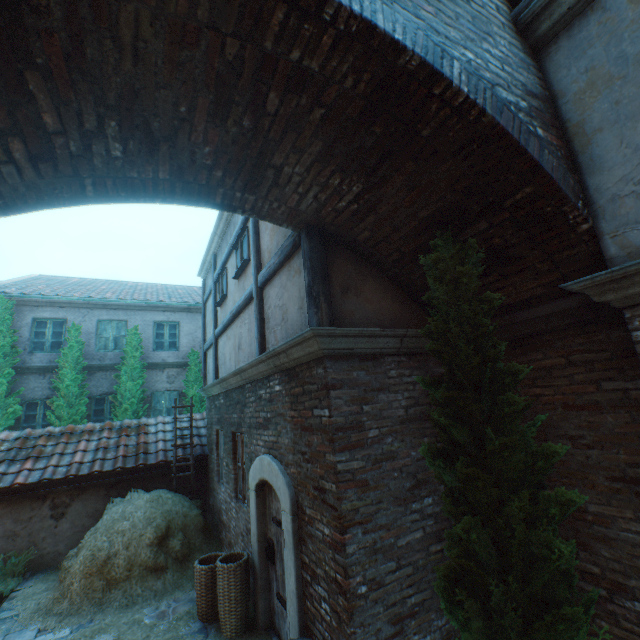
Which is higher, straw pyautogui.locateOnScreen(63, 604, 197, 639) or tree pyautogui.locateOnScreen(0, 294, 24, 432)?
tree pyautogui.locateOnScreen(0, 294, 24, 432)

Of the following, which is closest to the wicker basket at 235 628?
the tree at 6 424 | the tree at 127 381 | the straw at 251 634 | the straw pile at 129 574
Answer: the straw at 251 634

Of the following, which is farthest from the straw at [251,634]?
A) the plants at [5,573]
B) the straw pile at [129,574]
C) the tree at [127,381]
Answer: the tree at [127,381]

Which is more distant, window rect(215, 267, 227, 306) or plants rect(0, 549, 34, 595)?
window rect(215, 267, 227, 306)

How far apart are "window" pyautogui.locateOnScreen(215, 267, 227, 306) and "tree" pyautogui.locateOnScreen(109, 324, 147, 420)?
5.74m

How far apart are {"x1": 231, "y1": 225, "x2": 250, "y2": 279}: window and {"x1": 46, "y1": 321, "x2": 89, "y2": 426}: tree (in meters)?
8.29

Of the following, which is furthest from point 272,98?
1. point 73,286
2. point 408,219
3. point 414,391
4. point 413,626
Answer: point 73,286

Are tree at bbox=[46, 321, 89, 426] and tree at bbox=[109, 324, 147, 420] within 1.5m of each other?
yes
